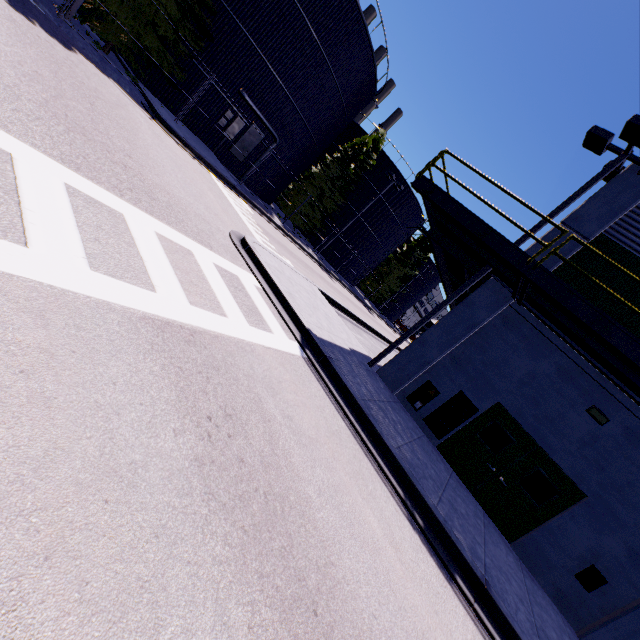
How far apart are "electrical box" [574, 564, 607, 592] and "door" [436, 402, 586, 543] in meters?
1.1

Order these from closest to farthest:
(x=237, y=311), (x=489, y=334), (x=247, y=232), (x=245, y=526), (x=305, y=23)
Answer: (x=245, y=526) < (x=237, y=311) < (x=489, y=334) < (x=247, y=232) < (x=305, y=23)

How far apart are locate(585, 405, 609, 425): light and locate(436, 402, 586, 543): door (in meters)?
1.52

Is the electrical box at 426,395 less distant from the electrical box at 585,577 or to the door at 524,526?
the door at 524,526

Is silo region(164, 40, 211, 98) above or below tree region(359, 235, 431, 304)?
below

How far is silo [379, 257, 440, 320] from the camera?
55.35m

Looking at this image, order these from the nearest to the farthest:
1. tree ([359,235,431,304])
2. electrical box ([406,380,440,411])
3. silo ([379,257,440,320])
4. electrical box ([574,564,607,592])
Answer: electrical box ([574,564,607,592]) → electrical box ([406,380,440,411]) → tree ([359,235,431,304]) → silo ([379,257,440,320])

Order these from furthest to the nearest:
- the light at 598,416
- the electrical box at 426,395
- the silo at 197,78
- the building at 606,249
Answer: the silo at 197,78, the electrical box at 426,395, the building at 606,249, the light at 598,416
